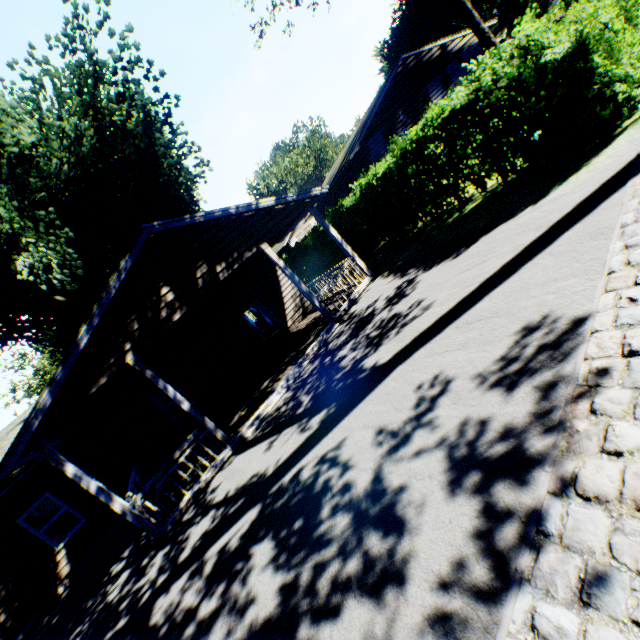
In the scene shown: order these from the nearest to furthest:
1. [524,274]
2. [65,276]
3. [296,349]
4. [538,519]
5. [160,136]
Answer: [538,519]
[524,274]
[296,349]
[160,136]
[65,276]

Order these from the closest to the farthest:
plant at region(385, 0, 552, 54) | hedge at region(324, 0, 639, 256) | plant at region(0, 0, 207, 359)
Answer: hedge at region(324, 0, 639, 256)
plant at region(0, 0, 207, 359)
plant at region(385, 0, 552, 54)

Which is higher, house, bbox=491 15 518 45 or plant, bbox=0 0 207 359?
plant, bbox=0 0 207 359

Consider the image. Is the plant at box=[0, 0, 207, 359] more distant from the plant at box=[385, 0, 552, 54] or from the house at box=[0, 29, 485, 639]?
the plant at box=[385, 0, 552, 54]

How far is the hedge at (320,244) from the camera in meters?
18.9

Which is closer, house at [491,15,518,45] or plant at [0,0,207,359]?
plant at [0,0,207,359]

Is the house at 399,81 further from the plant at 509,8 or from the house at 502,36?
the house at 502,36

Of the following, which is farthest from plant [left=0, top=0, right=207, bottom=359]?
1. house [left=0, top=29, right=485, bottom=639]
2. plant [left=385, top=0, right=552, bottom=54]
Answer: plant [left=385, top=0, right=552, bottom=54]
